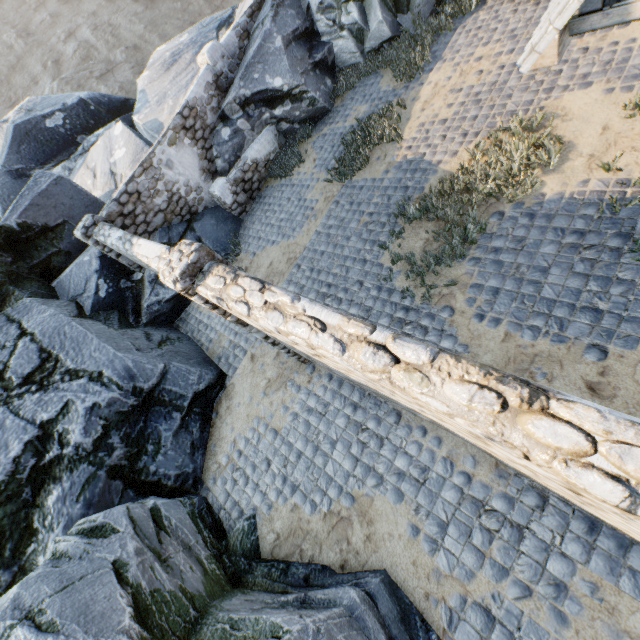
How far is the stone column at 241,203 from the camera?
9.90m

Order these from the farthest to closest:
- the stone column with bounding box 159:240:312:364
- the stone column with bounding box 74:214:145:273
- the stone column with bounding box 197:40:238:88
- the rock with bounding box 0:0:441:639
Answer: the stone column with bounding box 197:40:238:88
the stone column with bounding box 74:214:145:273
the stone column with bounding box 159:240:312:364
the rock with bounding box 0:0:441:639

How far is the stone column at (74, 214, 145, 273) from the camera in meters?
8.2

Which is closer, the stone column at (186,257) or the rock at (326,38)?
the stone column at (186,257)

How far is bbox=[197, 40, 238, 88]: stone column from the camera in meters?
9.5 m

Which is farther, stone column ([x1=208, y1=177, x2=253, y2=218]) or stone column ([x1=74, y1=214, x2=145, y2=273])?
stone column ([x1=208, y1=177, x2=253, y2=218])

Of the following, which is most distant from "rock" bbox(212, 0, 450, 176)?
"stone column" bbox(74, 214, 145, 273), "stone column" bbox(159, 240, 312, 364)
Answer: "stone column" bbox(159, 240, 312, 364)

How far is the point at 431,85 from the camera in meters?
8.4
